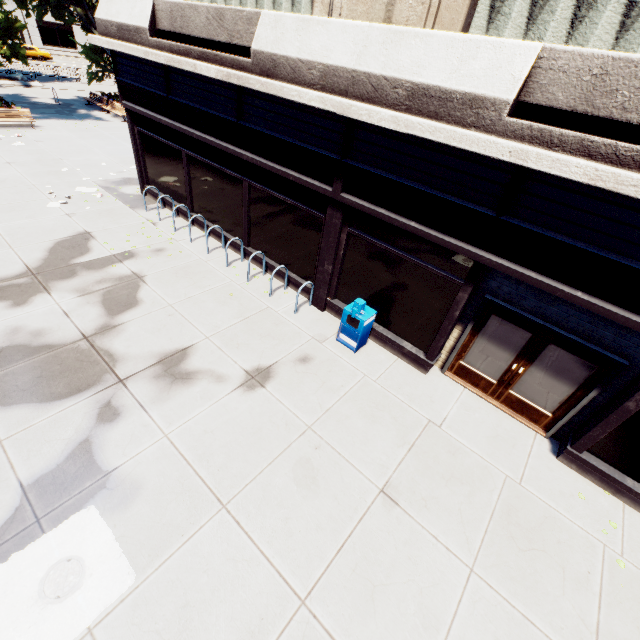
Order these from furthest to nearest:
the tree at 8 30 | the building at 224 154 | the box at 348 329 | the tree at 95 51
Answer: the tree at 95 51 → the tree at 8 30 → the box at 348 329 → the building at 224 154

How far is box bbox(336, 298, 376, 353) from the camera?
7.50m

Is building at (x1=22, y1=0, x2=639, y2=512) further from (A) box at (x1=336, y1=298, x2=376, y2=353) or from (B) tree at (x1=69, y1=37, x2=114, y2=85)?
(B) tree at (x1=69, y1=37, x2=114, y2=85)

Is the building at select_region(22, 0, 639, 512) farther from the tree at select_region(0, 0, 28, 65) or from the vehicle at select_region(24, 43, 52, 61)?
the vehicle at select_region(24, 43, 52, 61)

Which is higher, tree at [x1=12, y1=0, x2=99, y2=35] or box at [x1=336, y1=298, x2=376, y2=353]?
tree at [x1=12, y1=0, x2=99, y2=35]

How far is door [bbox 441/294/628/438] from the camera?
6.0m

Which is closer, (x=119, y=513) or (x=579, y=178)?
(x=579, y=178)

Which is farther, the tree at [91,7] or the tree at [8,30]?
the tree at [91,7]
